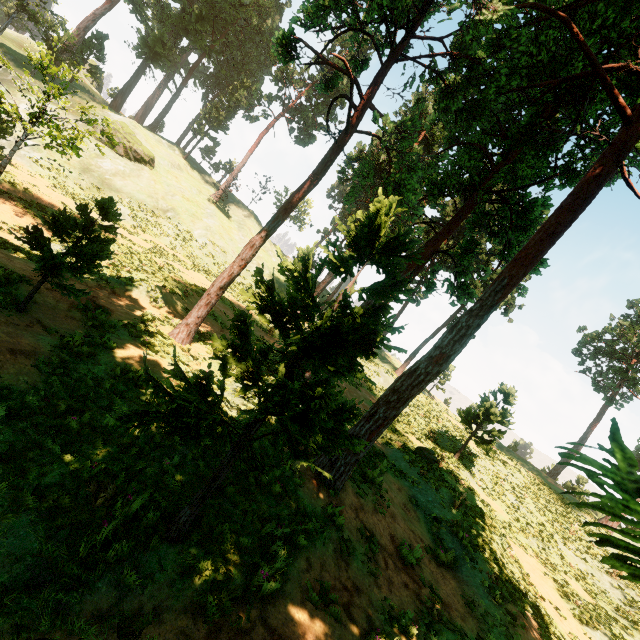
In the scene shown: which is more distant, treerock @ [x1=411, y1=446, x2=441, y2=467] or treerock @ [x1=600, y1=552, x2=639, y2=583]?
treerock @ [x1=411, y1=446, x2=441, y2=467]

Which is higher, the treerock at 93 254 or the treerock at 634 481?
the treerock at 634 481

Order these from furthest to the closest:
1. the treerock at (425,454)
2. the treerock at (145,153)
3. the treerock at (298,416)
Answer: the treerock at (425,454)
the treerock at (145,153)
the treerock at (298,416)

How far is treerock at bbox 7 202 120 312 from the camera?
7.6m

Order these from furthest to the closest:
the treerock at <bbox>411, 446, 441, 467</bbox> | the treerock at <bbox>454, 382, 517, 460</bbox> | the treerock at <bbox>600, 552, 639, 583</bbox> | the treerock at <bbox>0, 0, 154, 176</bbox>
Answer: the treerock at <bbox>454, 382, 517, 460</bbox>, the treerock at <bbox>411, 446, 441, 467</bbox>, the treerock at <bbox>0, 0, 154, 176</bbox>, the treerock at <bbox>600, 552, 639, 583</bbox>

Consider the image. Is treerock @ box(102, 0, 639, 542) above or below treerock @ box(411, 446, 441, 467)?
above

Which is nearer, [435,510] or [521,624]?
[521,624]
